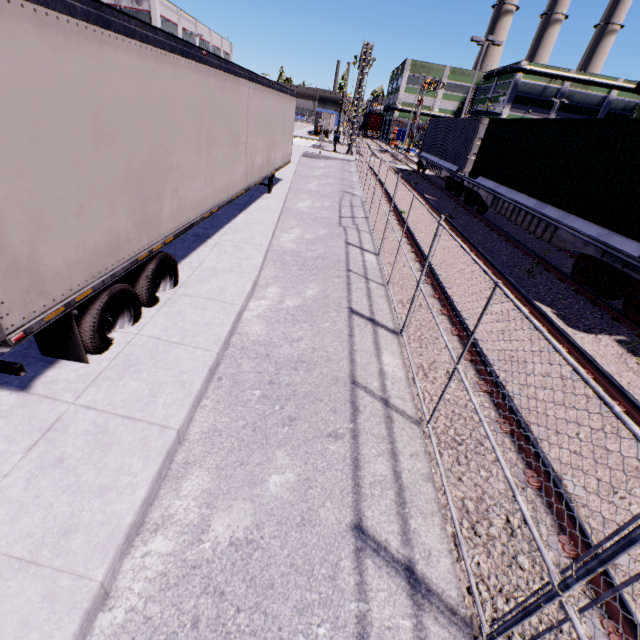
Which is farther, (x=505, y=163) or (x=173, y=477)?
(x=505, y=163)

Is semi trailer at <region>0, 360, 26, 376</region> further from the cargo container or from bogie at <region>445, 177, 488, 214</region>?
bogie at <region>445, 177, 488, 214</region>

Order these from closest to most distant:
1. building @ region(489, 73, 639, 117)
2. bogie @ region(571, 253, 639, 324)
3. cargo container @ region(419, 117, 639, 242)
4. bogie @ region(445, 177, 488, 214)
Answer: bogie @ region(571, 253, 639, 324) < cargo container @ region(419, 117, 639, 242) < bogie @ region(445, 177, 488, 214) < building @ region(489, 73, 639, 117)

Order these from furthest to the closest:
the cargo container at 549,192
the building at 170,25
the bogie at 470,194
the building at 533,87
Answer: the building at 533,87, the building at 170,25, the bogie at 470,194, the cargo container at 549,192

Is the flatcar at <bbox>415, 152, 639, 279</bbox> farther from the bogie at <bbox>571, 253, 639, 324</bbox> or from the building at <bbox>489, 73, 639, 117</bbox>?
the building at <bbox>489, 73, 639, 117</bbox>

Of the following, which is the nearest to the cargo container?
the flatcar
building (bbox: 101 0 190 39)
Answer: the flatcar

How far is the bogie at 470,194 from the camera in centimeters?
1499cm
